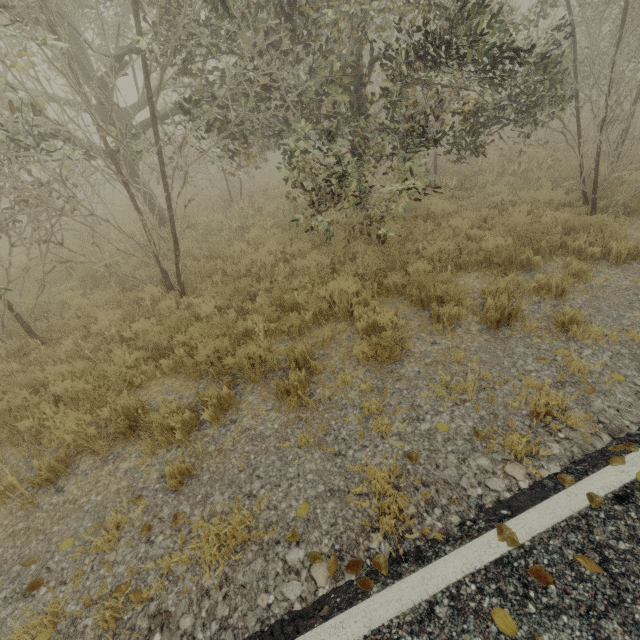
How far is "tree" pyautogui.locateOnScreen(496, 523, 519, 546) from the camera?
2.5 meters

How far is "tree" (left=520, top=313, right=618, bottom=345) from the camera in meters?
4.3

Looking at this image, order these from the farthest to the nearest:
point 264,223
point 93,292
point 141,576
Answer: point 264,223, point 93,292, point 141,576

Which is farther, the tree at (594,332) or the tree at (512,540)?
the tree at (594,332)

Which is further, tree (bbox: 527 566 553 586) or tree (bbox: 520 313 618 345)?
tree (bbox: 520 313 618 345)

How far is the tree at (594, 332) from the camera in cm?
427

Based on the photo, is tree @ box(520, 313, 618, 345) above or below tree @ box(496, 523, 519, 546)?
below
